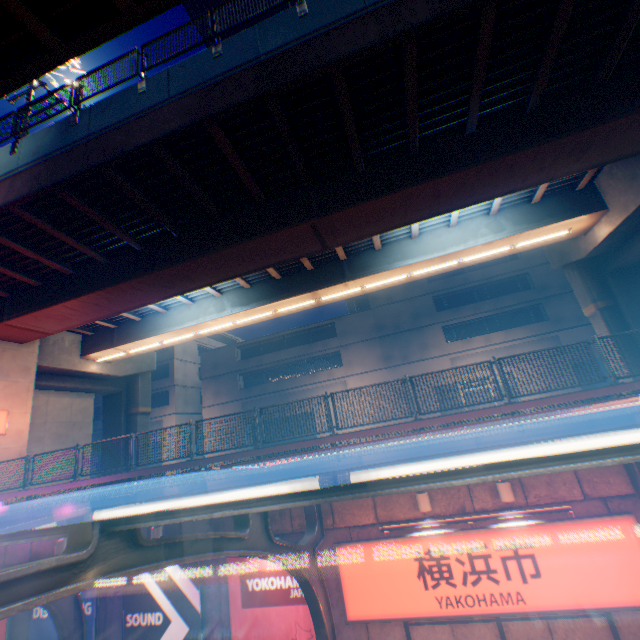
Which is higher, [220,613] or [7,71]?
[7,71]

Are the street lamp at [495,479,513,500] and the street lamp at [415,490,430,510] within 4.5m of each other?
yes

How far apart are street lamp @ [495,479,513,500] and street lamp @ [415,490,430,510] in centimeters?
163cm

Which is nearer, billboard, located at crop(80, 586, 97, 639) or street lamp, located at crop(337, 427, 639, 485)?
street lamp, located at crop(337, 427, 639, 485)

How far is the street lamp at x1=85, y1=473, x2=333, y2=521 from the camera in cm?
237

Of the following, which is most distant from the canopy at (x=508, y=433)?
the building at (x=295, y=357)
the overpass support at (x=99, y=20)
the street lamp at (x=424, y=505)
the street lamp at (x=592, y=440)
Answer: the building at (x=295, y=357)

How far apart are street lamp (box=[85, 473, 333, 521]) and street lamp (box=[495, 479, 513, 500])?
6.8m

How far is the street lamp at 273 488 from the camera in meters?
2.4 m
